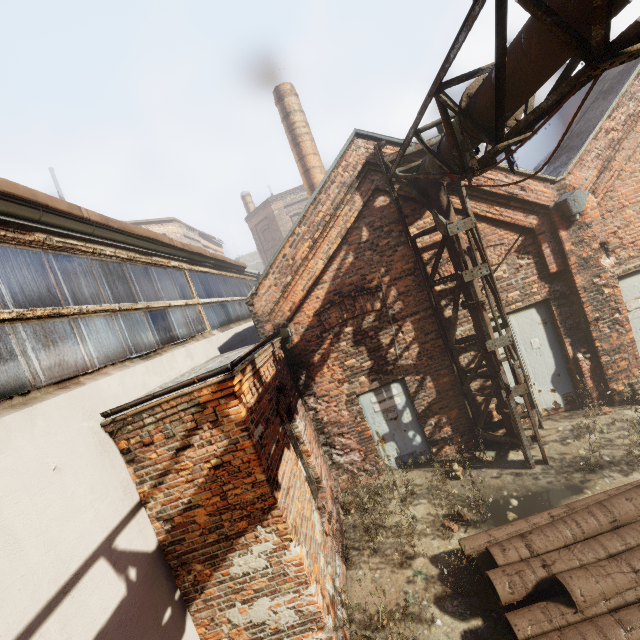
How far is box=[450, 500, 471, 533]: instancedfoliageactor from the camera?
5.3 meters

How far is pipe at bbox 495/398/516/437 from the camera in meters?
6.5 m

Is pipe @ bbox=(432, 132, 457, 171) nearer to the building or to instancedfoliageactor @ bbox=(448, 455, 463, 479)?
instancedfoliageactor @ bbox=(448, 455, 463, 479)

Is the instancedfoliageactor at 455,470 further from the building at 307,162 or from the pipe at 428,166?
the building at 307,162

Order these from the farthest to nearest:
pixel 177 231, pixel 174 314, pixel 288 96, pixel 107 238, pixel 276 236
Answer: pixel 276 236
pixel 177 231
pixel 288 96
pixel 174 314
pixel 107 238

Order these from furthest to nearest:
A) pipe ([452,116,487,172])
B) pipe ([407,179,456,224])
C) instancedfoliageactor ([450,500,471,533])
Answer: pipe ([407,179,456,224])
instancedfoliageactor ([450,500,471,533])
pipe ([452,116,487,172])

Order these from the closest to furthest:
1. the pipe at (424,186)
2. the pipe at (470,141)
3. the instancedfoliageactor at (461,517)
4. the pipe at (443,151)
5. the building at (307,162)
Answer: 1. the pipe at (470,141)
2. the pipe at (443,151)
3. the instancedfoliageactor at (461,517)
4. the pipe at (424,186)
5. the building at (307,162)
